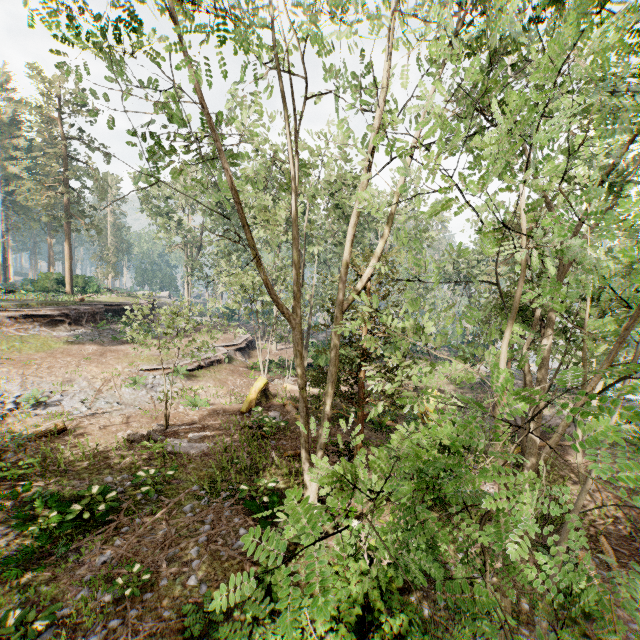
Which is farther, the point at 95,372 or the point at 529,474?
the point at 95,372

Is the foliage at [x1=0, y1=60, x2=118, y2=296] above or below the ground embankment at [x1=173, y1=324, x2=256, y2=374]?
above

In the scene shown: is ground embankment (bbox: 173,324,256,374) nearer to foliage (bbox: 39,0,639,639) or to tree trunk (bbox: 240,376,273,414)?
foliage (bbox: 39,0,639,639)

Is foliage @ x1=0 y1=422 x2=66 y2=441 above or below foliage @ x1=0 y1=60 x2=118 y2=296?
below

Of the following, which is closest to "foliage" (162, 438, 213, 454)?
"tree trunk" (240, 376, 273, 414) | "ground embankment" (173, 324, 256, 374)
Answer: "ground embankment" (173, 324, 256, 374)

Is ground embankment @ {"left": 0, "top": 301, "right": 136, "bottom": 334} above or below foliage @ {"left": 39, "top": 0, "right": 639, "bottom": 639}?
below

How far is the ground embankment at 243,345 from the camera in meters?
21.6 m

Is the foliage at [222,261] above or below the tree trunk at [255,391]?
above
